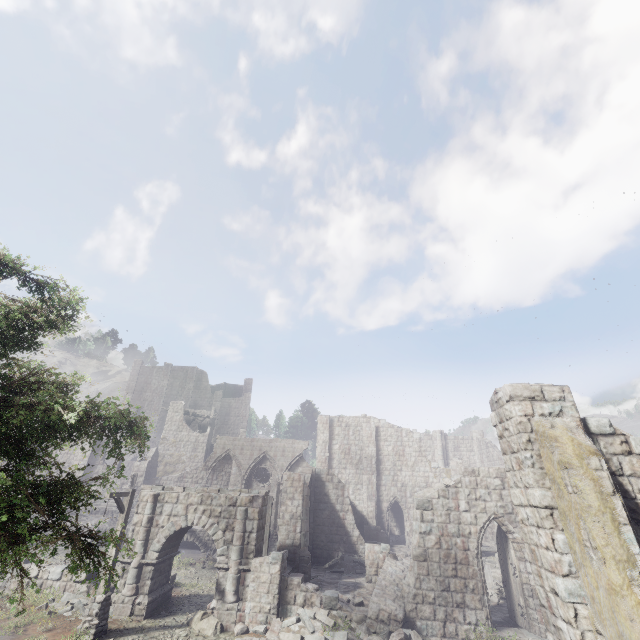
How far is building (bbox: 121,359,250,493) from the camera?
33.6m

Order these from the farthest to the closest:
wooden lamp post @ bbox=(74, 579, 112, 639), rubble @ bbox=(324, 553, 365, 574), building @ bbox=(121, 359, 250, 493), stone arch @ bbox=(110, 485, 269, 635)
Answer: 1. building @ bbox=(121, 359, 250, 493)
2. rubble @ bbox=(324, 553, 365, 574)
3. stone arch @ bbox=(110, 485, 269, 635)
4. wooden lamp post @ bbox=(74, 579, 112, 639)

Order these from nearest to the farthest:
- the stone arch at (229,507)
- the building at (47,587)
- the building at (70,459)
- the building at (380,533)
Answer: the building at (380,533), the stone arch at (229,507), the building at (47,587), the building at (70,459)

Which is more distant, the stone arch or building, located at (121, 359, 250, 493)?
building, located at (121, 359, 250, 493)

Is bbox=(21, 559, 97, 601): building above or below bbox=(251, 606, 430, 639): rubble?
above

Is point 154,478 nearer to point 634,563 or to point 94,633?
point 94,633

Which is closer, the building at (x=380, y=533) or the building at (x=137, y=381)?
the building at (x=380, y=533)

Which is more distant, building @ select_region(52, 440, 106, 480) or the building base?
building @ select_region(52, 440, 106, 480)
